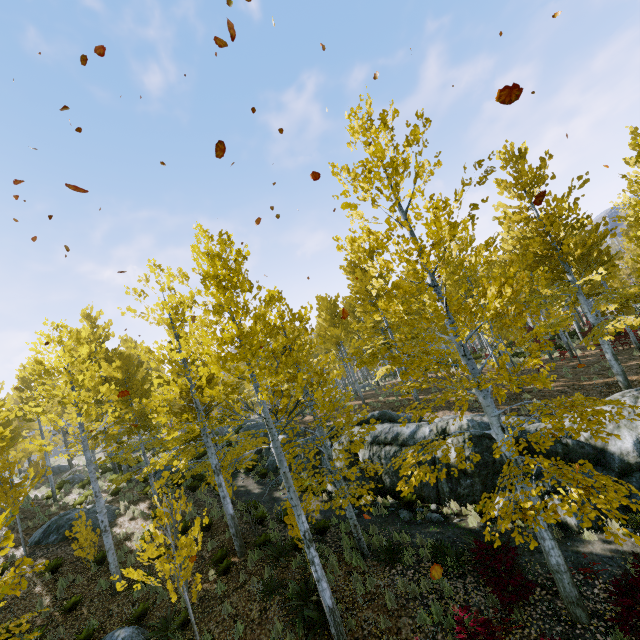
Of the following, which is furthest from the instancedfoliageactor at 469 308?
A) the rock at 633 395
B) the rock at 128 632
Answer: the rock at 128 632

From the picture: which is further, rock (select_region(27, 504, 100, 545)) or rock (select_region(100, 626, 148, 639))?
rock (select_region(27, 504, 100, 545))

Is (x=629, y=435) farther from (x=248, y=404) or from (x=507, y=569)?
(x=248, y=404)

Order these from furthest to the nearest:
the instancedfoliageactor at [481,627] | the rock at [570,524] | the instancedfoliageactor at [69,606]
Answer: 1. the instancedfoliageactor at [69,606]
2. the rock at [570,524]
3. the instancedfoliageactor at [481,627]

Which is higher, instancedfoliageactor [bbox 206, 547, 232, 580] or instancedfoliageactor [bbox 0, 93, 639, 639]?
instancedfoliageactor [bbox 0, 93, 639, 639]

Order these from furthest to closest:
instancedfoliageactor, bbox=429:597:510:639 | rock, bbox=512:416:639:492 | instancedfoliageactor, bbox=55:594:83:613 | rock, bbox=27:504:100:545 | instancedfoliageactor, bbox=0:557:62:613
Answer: rock, bbox=27:504:100:545 → instancedfoliageactor, bbox=55:594:83:613 → rock, bbox=512:416:639:492 → instancedfoliageactor, bbox=429:597:510:639 → instancedfoliageactor, bbox=0:557:62:613

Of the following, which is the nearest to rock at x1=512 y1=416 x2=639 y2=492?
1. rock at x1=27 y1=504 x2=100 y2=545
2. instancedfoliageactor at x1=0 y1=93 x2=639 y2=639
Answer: instancedfoliageactor at x1=0 y1=93 x2=639 y2=639
